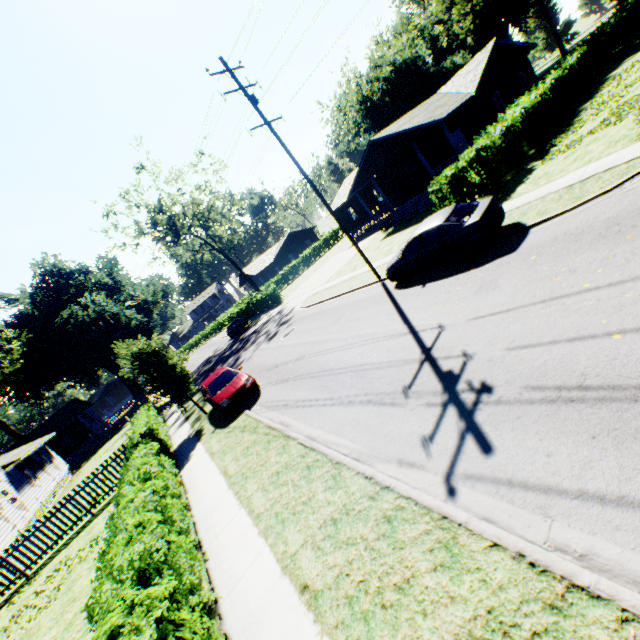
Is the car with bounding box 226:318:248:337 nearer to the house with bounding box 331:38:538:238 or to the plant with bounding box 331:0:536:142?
the plant with bounding box 331:0:536:142

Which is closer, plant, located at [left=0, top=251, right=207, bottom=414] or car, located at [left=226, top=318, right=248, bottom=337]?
plant, located at [left=0, top=251, right=207, bottom=414]

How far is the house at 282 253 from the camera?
57.3m

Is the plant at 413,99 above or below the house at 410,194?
above

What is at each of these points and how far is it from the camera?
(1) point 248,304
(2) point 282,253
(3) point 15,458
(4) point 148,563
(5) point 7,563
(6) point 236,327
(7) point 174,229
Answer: (1) hedge, 42.8 meters
(2) house, 59.8 meters
(3) house, 25.7 meters
(4) hedge, 5.2 meters
(5) fence, 14.2 meters
(6) car, 38.4 meters
(7) tree, 40.7 meters

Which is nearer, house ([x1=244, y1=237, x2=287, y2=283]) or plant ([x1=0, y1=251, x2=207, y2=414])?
plant ([x1=0, y1=251, x2=207, y2=414])

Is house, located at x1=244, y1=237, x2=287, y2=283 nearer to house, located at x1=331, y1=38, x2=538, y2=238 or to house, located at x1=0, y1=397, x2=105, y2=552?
house, located at x1=331, y1=38, x2=538, y2=238

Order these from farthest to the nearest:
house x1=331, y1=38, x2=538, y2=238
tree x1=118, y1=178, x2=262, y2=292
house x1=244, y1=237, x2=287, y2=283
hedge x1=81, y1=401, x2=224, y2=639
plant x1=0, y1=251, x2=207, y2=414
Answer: house x1=244, y1=237, x2=287, y2=283
tree x1=118, y1=178, x2=262, y2=292
house x1=331, y1=38, x2=538, y2=238
plant x1=0, y1=251, x2=207, y2=414
hedge x1=81, y1=401, x2=224, y2=639
